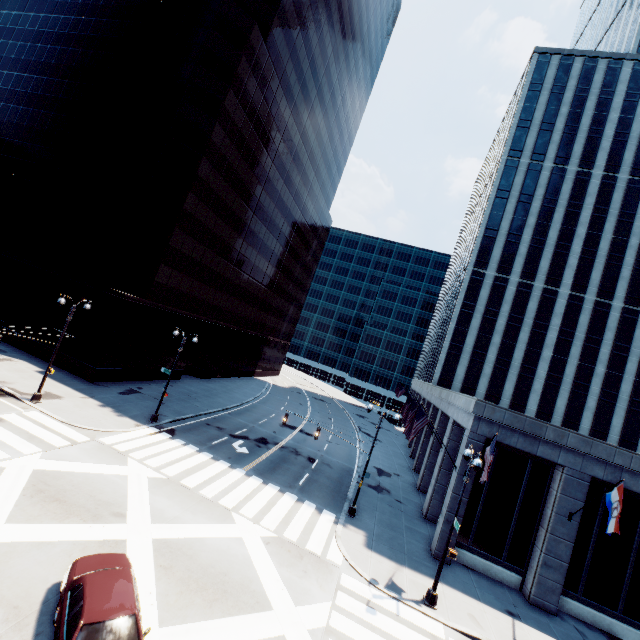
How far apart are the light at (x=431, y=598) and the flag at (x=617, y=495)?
6.36m

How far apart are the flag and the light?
6.36m

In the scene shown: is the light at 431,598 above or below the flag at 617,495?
below

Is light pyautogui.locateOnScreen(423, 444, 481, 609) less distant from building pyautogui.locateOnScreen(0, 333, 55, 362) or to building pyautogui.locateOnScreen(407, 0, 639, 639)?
building pyautogui.locateOnScreen(407, 0, 639, 639)

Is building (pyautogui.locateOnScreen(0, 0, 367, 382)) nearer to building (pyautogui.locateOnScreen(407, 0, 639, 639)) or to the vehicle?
the vehicle

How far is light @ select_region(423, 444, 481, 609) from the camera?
14.82m

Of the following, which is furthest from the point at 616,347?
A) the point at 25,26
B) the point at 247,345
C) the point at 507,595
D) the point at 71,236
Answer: the point at 25,26

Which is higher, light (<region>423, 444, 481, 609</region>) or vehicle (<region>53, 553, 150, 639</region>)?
vehicle (<region>53, 553, 150, 639</region>)
